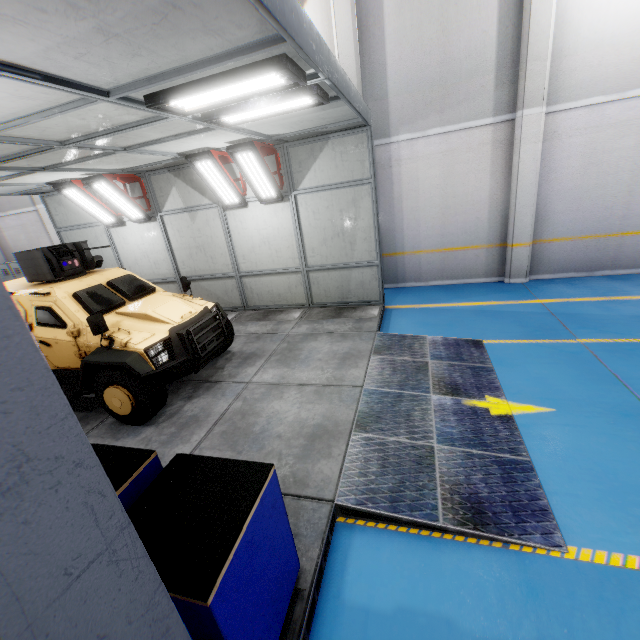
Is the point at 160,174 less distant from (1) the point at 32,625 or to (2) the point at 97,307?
(2) the point at 97,307

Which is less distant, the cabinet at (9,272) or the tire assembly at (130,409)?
the tire assembly at (130,409)

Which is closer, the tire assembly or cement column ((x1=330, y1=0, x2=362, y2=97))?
the tire assembly

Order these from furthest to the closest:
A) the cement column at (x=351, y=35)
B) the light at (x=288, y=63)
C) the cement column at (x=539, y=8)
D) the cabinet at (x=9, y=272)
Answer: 1. the cabinet at (x=9, y=272)
2. the cement column at (x=351, y=35)
3. the cement column at (x=539, y=8)
4. the light at (x=288, y=63)

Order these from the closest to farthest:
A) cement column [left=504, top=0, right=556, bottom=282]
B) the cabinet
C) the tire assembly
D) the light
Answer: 1. the light
2. the tire assembly
3. cement column [left=504, top=0, right=556, bottom=282]
4. the cabinet

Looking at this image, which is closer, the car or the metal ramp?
the metal ramp

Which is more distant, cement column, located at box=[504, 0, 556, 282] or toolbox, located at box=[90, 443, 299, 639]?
cement column, located at box=[504, 0, 556, 282]

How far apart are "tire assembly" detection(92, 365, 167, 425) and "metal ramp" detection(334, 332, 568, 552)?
2.84m
